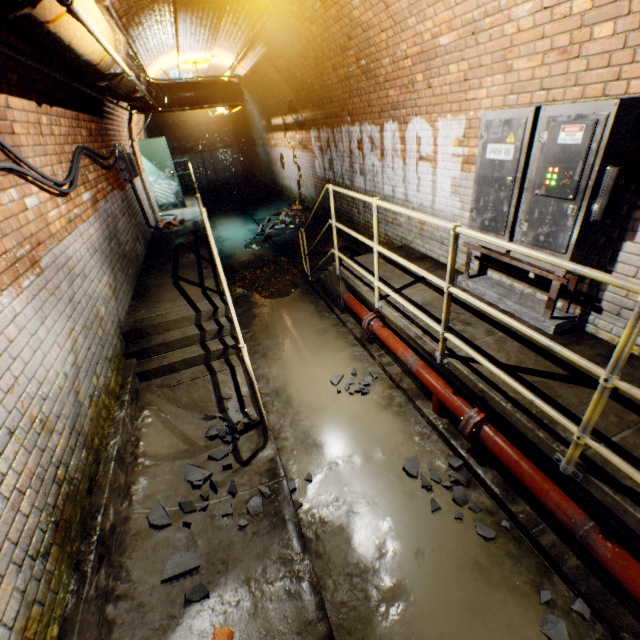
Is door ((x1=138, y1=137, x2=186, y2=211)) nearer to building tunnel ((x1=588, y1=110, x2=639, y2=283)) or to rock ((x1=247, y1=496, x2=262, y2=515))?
building tunnel ((x1=588, y1=110, x2=639, y2=283))

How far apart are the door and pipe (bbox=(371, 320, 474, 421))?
9.20m

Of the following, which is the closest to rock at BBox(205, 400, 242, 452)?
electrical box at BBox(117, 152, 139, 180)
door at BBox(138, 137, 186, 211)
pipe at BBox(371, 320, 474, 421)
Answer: pipe at BBox(371, 320, 474, 421)

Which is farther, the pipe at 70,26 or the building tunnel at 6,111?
the building tunnel at 6,111

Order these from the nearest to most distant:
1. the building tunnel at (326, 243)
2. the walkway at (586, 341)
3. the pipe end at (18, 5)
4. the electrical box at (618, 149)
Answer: the pipe end at (18, 5)
the walkway at (586, 341)
the electrical box at (618, 149)
the building tunnel at (326, 243)

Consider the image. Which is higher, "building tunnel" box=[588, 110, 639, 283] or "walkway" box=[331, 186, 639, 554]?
"building tunnel" box=[588, 110, 639, 283]

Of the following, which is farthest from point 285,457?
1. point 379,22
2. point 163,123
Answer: point 163,123

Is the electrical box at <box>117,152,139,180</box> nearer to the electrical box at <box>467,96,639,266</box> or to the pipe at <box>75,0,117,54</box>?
the pipe at <box>75,0,117,54</box>
